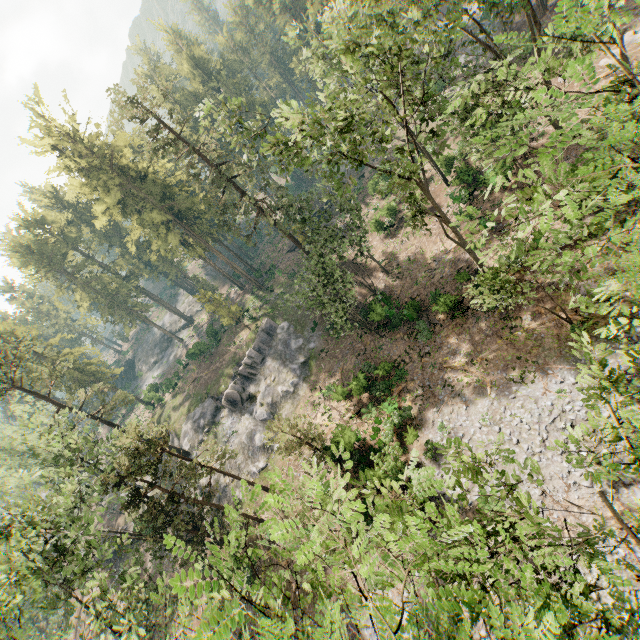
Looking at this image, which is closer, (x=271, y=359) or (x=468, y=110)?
(x=468, y=110)

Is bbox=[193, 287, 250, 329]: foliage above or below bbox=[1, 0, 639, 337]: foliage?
below

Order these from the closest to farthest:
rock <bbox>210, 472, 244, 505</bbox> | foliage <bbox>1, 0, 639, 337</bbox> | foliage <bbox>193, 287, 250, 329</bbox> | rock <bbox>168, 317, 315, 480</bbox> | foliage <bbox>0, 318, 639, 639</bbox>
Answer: foliage <bbox>0, 318, 639, 639</bbox> < foliage <bbox>1, 0, 639, 337</bbox> < rock <bbox>210, 472, 244, 505</bbox> < rock <bbox>168, 317, 315, 480</bbox> < foliage <bbox>193, 287, 250, 329</bbox>

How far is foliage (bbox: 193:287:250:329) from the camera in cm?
4031

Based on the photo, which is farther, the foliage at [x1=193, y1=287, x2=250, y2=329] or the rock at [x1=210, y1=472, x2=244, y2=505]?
the foliage at [x1=193, y1=287, x2=250, y2=329]

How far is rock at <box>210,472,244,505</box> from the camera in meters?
32.8 m

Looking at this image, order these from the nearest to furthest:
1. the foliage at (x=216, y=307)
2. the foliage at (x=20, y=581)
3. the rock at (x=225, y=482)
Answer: the foliage at (x=20, y=581) < the rock at (x=225, y=482) < the foliage at (x=216, y=307)

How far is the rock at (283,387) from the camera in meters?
34.2
